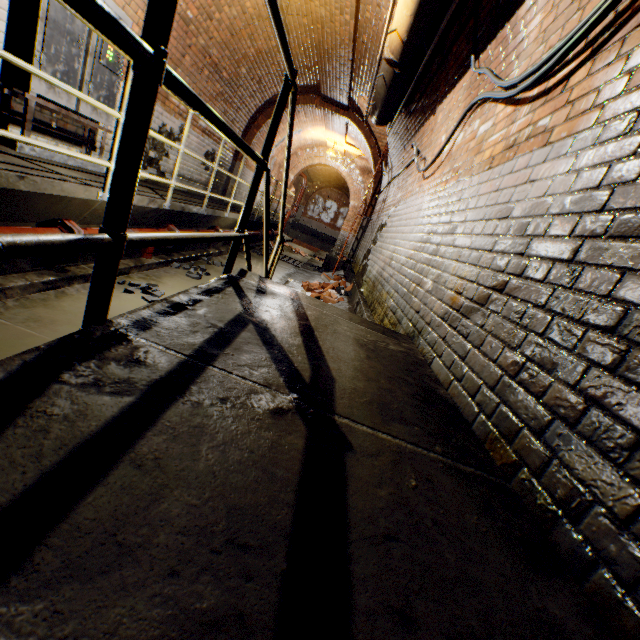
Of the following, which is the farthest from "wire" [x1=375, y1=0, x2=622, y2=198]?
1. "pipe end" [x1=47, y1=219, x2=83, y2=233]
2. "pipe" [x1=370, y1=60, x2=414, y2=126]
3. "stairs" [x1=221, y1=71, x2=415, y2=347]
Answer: "pipe end" [x1=47, y1=219, x2=83, y2=233]

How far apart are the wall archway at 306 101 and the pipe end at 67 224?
7.68m

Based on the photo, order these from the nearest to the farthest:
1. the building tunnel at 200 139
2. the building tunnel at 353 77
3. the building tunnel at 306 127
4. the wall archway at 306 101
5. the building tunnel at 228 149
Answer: the building tunnel at 353 77
the building tunnel at 200 139
the building tunnel at 228 149
the wall archway at 306 101
the building tunnel at 306 127

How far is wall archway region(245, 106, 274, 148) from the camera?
9.60m

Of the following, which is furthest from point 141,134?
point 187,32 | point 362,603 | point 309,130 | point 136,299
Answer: point 309,130

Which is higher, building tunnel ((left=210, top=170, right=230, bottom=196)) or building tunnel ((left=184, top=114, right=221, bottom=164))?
building tunnel ((left=184, top=114, right=221, bottom=164))

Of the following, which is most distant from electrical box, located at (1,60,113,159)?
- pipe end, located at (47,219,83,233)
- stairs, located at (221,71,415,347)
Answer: stairs, located at (221,71,415,347)

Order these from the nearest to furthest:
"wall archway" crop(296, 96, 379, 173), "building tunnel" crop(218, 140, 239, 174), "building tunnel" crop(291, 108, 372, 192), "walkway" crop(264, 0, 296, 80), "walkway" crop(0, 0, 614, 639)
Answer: "walkway" crop(0, 0, 614, 639) < "walkway" crop(264, 0, 296, 80) < "building tunnel" crop(218, 140, 239, 174) < "wall archway" crop(296, 96, 379, 173) < "building tunnel" crop(291, 108, 372, 192)
